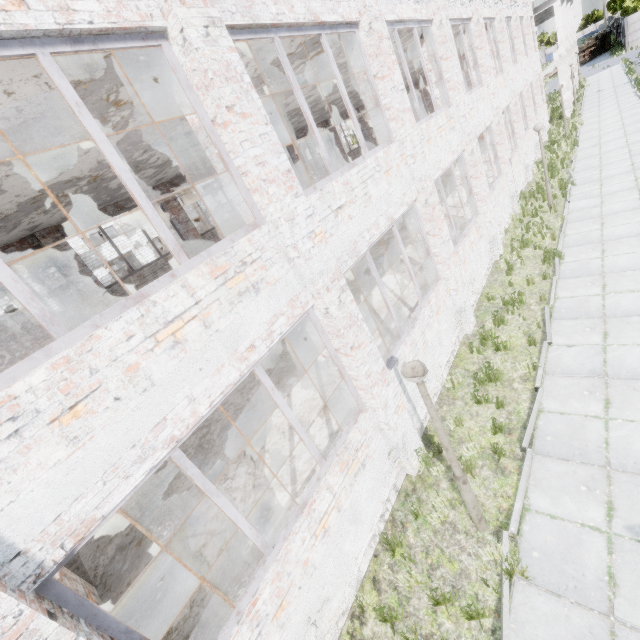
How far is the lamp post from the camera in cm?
380

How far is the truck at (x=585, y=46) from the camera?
50.7 meters

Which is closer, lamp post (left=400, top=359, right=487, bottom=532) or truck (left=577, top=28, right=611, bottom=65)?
lamp post (left=400, top=359, right=487, bottom=532)

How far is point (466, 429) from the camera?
6.6 meters

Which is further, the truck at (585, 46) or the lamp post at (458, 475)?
the truck at (585, 46)

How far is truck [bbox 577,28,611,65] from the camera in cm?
5069
